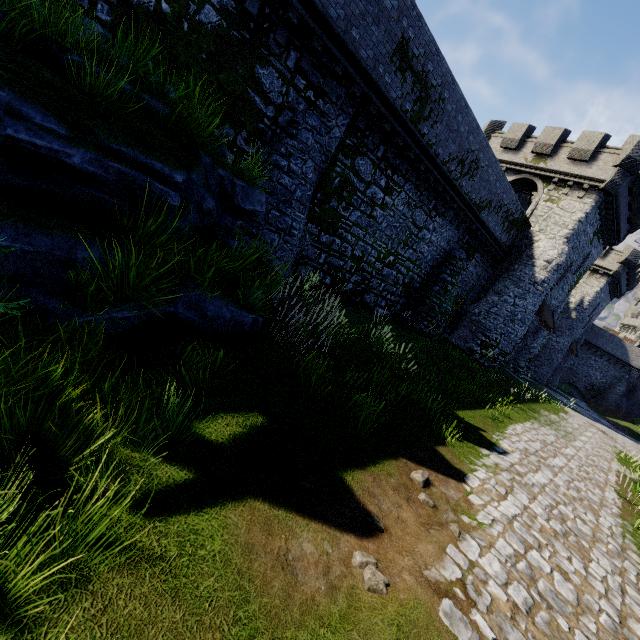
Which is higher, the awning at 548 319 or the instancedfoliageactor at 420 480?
the awning at 548 319

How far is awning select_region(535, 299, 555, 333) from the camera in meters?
24.5

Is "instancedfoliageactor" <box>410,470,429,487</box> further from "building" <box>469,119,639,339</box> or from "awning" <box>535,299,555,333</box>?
"awning" <box>535,299,555,333</box>

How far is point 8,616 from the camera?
1.67m

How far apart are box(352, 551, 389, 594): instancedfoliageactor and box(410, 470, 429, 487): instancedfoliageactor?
1.9 meters

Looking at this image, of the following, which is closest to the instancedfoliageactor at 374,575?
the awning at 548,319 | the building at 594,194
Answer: the building at 594,194

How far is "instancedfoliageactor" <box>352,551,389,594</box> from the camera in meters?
2.9 m

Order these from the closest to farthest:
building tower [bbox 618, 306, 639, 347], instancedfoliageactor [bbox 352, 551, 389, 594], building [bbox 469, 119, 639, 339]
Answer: instancedfoliageactor [bbox 352, 551, 389, 594]
building [bbox 469, 119, 639, 339]
building tower [bbox 618, 306, 639, 347]
